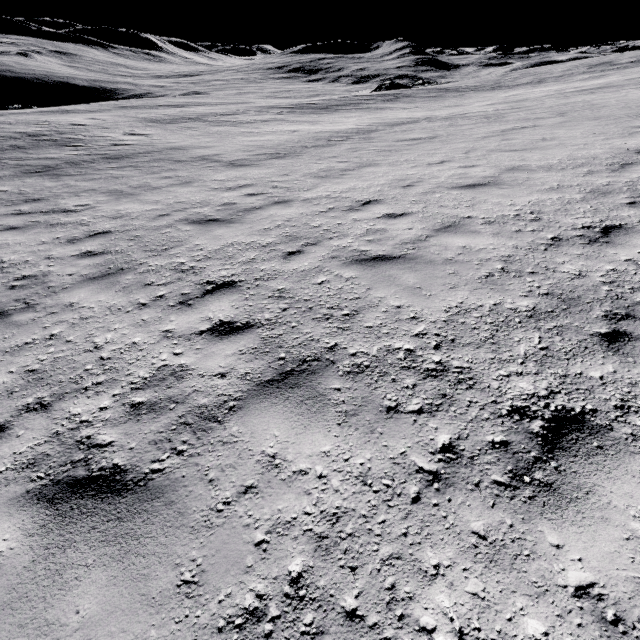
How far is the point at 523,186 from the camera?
6.8m
